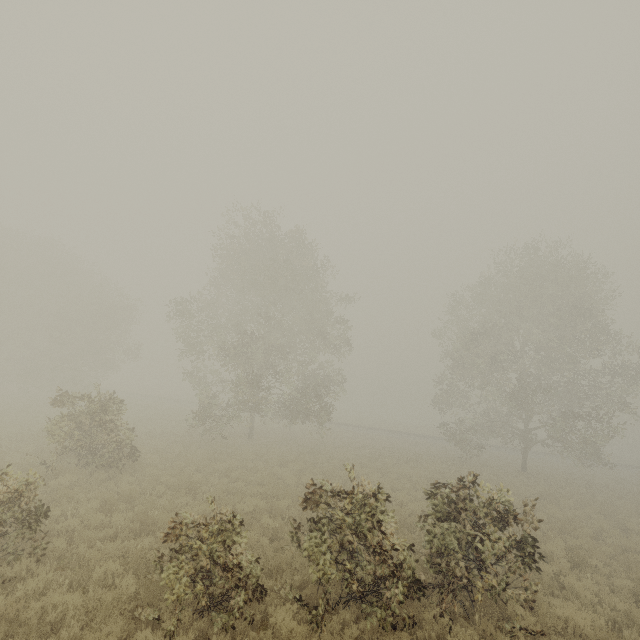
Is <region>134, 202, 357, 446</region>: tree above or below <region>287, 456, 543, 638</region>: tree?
above

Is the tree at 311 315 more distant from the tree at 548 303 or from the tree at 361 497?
the tree at 361 497

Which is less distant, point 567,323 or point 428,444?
point 567,323

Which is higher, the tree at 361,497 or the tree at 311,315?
the tree at 311,315

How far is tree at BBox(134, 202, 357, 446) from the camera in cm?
2162

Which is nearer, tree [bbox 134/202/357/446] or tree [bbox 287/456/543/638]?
tree [bbox 287/456/543/638]

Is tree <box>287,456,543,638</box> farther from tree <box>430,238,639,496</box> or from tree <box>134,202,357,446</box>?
tree <box>430,238,639,496</box>

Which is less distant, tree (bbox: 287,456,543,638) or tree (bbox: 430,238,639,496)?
tree (bbox: 287,456,543,638)
